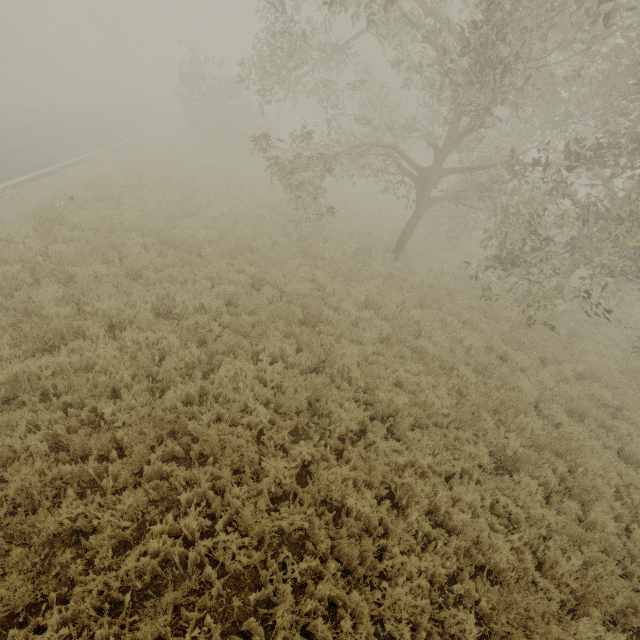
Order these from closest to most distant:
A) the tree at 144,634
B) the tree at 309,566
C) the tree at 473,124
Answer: the tree at 144,634, the tree at 309,566, the tree at 473,124

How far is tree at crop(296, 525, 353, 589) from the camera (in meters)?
4.15

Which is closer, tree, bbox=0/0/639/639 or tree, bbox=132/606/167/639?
tree, bbox=132/606/167/639

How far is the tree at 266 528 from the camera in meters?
4.3 m

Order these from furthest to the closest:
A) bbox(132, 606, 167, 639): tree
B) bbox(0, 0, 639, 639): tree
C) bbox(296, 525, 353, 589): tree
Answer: bbox(0, 0, 639, 639): tree, bbox(296, 525, 353, 589): tree, bbox(132, 606, 167, 639): tree

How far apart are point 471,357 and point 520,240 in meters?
3.6
